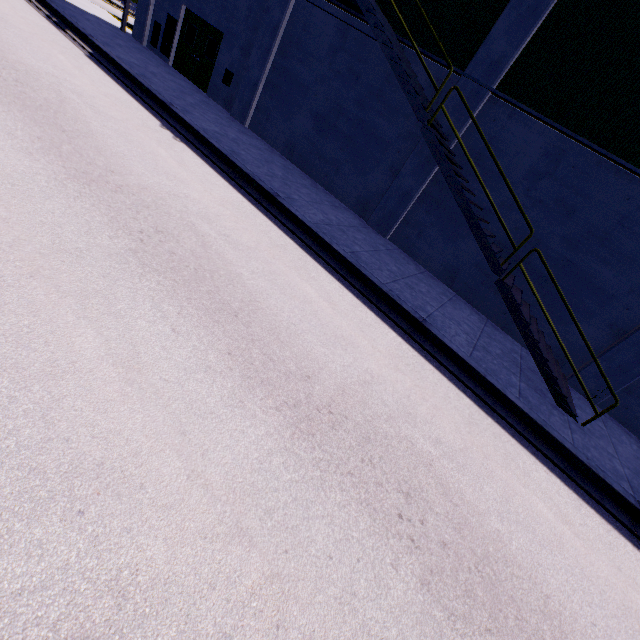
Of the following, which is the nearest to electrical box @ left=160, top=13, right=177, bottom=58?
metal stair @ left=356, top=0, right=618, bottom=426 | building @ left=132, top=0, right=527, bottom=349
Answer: building @ left=132, top=0, right=527, bottom=349

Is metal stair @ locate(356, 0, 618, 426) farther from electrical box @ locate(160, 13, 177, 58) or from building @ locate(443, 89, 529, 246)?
electrical box @ locate(160, 13, 177, 58)

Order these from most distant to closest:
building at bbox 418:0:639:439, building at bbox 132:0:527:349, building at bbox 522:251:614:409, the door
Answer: the door, building at bbox 132:0:527:349, building at bbox 522:251:614:409, building at bbox 418:0:639:439

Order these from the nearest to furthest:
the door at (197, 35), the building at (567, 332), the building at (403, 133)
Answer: the building at (567, 332), the building at (403, 133), the door at (197, 35)

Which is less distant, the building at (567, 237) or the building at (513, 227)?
the building at (567, 237)

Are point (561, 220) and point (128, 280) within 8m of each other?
no
